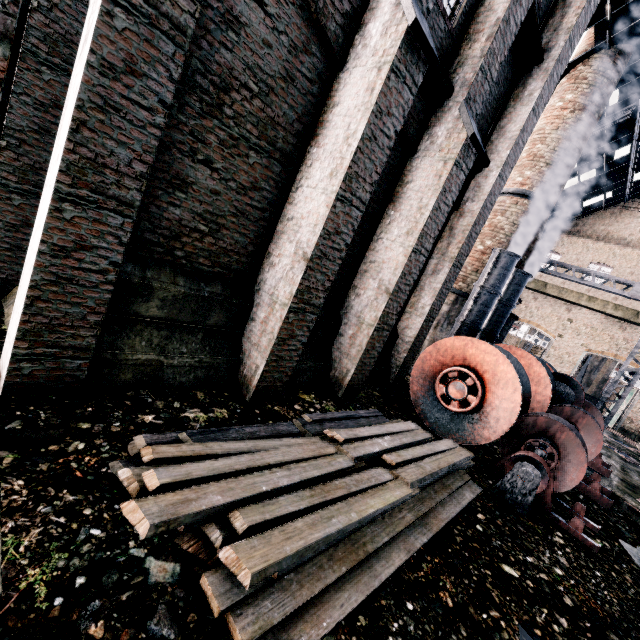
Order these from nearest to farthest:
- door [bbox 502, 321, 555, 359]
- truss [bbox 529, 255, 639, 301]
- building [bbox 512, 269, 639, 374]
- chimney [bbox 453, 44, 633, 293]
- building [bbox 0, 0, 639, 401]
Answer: building [bbox 0, 0, 639, 401] → chimney [bbox 453, 44, 633, 293] → truss [bbox 529, 255, 639, 301] → building [bbox 512, 269, 639, 374] → door [bbox 502, 321, 555, 359]

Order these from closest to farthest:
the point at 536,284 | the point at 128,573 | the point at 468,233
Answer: the point at 128,573 → the point at 468,233 → the point at 536,284

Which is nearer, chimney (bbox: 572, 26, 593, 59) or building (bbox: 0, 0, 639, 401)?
building (bbox: 0, 0, 639, 401)

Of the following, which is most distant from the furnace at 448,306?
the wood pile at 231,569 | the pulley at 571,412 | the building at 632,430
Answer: the building at 632,430

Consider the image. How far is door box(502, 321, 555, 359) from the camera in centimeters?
2883cm

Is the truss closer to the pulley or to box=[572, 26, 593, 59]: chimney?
box=[572, 26, 593, 59]: chimney

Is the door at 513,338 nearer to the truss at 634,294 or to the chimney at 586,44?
the truss at 634,294
